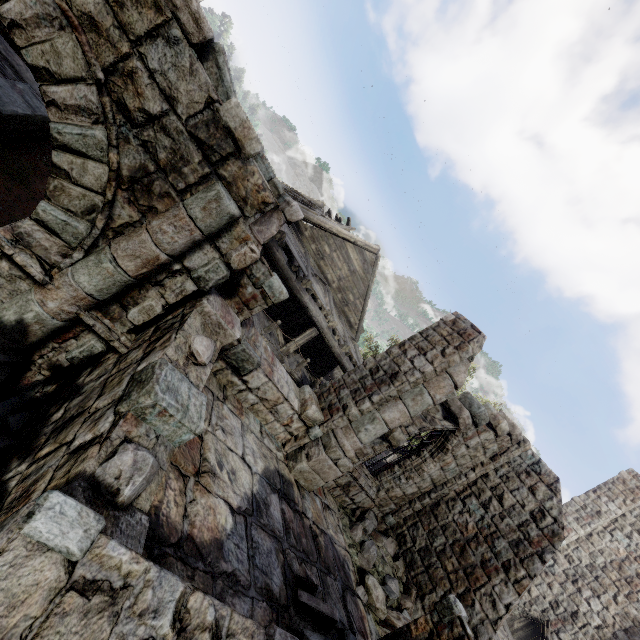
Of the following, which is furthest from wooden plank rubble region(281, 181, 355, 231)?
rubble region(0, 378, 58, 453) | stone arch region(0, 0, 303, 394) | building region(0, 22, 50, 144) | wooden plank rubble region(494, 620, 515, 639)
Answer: wooden plank rubble region(494, 620, 515, 639)

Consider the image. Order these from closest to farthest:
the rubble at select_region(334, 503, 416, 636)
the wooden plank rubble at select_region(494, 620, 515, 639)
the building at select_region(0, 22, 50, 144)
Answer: the building at select_region(0, 22, 50, 144), the rubble at select_region(334, 503, 416, 636), the wooden plank rubble at select_region(494, 620, 515, 639)

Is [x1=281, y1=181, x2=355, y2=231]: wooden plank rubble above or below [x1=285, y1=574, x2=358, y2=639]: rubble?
above

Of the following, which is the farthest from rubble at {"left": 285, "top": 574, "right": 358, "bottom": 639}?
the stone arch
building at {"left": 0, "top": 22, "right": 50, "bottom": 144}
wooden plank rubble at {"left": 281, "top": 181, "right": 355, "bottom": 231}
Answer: wooden plank rubble at {"left": 281, "top": 181, "right": 355, "bottom": 231}

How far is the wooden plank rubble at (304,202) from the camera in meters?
14.7

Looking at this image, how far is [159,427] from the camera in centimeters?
322cm

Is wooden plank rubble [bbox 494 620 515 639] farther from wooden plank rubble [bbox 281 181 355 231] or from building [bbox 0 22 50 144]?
wooden plank rubble [bbox 281 181 355 231]

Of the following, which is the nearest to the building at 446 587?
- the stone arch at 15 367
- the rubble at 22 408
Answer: the stone arch at 15 367
